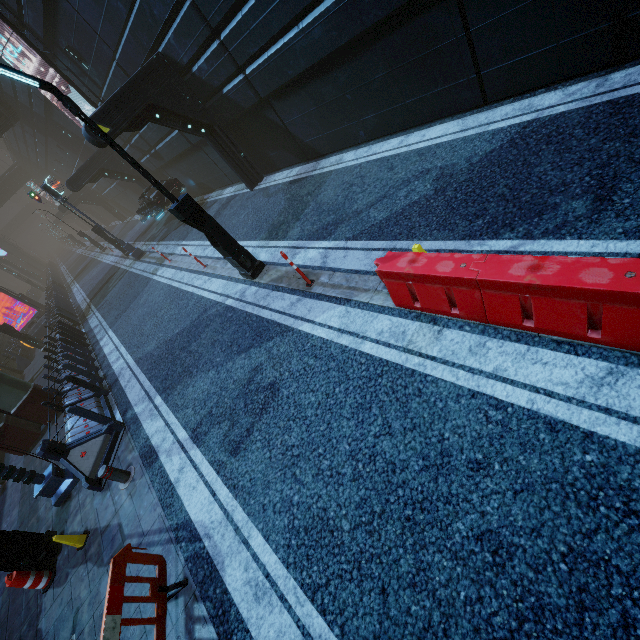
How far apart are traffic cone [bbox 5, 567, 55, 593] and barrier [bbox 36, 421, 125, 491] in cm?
141

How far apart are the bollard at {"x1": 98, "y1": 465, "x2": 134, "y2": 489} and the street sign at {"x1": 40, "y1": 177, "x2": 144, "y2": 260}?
15.1 meters

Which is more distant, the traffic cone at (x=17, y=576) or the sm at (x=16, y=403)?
the sm at (x=16, y=403)

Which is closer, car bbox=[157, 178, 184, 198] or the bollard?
the bollard

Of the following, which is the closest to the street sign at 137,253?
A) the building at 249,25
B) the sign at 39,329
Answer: the building at 249,25

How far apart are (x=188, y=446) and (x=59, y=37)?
17.5 meters

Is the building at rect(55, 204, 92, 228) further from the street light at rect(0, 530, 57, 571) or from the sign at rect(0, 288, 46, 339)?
the street light at rect(0, 530, 57, 571)

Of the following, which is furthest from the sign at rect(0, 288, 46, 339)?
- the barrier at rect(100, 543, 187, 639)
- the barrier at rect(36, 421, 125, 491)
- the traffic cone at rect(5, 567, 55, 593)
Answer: the barrier at rect(100, 543, 187, 639)
